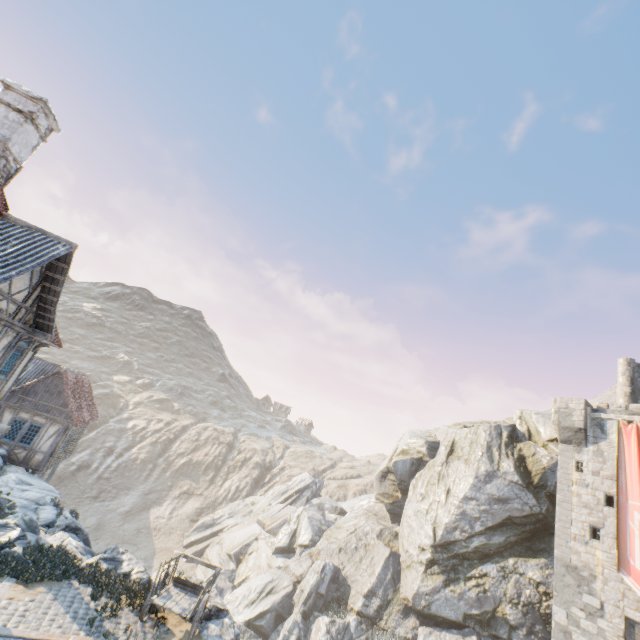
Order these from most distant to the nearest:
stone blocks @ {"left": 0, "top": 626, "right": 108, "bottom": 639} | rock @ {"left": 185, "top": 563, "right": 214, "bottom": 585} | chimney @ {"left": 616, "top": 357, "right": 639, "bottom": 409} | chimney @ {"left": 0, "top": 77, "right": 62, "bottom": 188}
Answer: chimney @ {"left": 616, "top": 357, "right": 639, "bottom": 409} → rock @ {"left": 185, "top": 563, "right": 214, "bottom": 585} → chimney @ {"left": 0, "top": 77, "right": 62, "bottom": 188} → stone blocks @ {"left": 0, "top": 626, "right": 108, "bottom": 639}

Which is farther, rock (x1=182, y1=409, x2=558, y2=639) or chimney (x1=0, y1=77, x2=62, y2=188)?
rock (x1=182, y1=409, x2=558, y2=639)

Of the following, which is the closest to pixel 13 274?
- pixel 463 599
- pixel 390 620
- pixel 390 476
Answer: pixel 463 599

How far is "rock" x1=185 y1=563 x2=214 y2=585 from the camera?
12.8m

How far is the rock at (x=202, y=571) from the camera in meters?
12.8

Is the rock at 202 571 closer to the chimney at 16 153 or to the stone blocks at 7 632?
the stone blocks at 7 632

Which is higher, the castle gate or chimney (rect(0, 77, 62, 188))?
chimney (rect(0, 77, 62, 188))

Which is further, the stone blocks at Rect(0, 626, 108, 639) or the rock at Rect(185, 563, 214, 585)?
the rock at Rect(185, 563, 214, 585)
